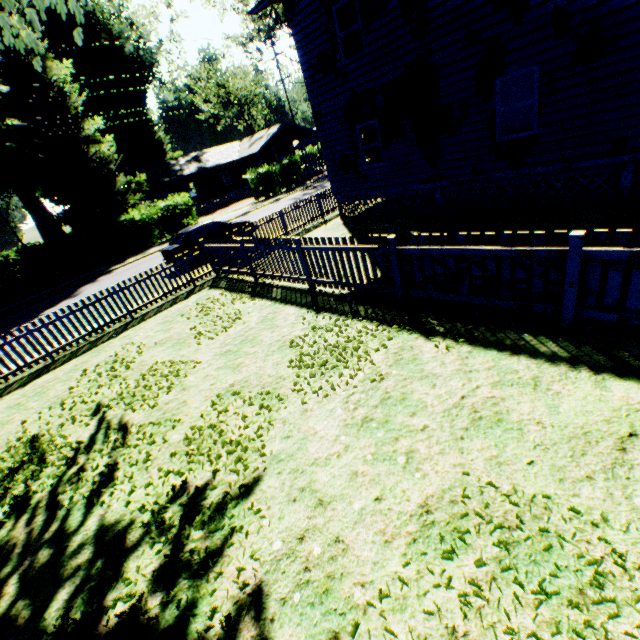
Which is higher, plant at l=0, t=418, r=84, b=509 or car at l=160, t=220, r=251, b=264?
car at l=160, t=220, r=251, b=264

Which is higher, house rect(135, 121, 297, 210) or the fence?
house rect(135, 121, 297, 210)

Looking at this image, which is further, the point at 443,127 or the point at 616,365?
the point at 443,127

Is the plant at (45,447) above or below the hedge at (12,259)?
below

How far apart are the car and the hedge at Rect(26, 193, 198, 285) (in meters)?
11.09

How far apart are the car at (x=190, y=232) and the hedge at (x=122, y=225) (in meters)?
11.09

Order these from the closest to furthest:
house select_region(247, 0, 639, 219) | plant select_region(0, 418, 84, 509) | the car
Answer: plant select_region(0, 418, 84, 509)
house select_region(247, 0, 639, 219)
the car

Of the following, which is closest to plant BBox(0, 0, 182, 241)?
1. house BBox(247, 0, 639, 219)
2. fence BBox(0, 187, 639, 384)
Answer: house BBox(247, 0, 639, 219)
